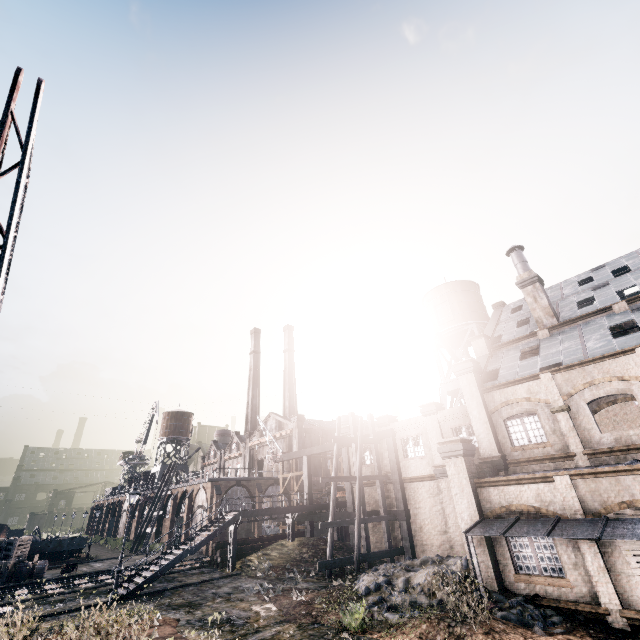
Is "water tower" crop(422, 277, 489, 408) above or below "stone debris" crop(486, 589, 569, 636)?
above

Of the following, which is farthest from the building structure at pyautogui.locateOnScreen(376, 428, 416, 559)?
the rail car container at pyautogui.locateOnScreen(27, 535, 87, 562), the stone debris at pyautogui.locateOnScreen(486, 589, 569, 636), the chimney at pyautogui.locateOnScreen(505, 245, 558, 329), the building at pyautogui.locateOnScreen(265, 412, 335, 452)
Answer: the rail car container at pyautogui.locateOnScreen(27, 535, 87, 562)

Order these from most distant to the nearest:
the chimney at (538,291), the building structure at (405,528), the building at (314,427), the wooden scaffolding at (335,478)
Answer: the building at (314,427)
the chimney at (538,291)
the building structure at (405,528)
the wooden scaffolding at (335,478)

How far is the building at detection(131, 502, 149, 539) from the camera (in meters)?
56.85

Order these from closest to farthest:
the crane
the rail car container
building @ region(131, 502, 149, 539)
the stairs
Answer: the crane → the stairs → the rail car container → building @ region(131, 502, 149, 539)

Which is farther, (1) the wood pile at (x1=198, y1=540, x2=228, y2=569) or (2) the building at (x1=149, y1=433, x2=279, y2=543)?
(2) the building at (x1=149, y1=433, x2=279, y2=543)

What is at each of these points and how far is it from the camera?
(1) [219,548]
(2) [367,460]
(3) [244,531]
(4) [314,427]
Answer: (1) wood pile, 26.8 meters
(2) building, 29.4 meters
(3) building, 41.2 meters
(4) building, 53.8 meters

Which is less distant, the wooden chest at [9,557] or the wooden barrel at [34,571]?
the wooden chest at [9,557]
